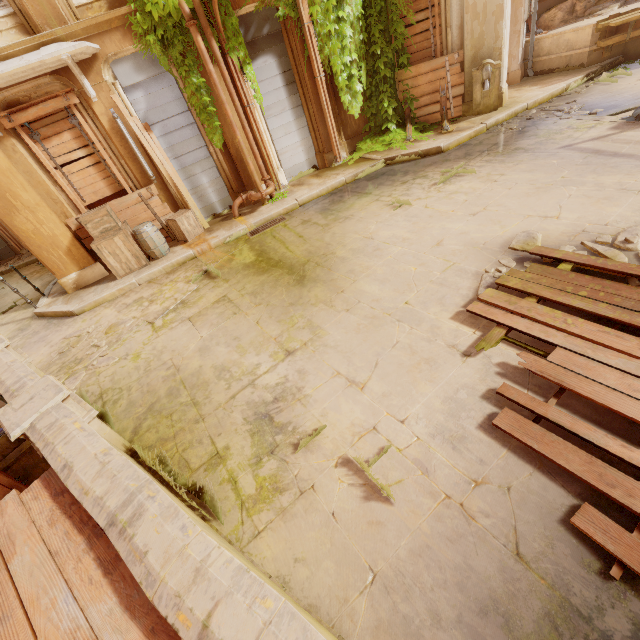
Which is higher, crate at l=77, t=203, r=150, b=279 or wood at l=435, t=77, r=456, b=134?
crate at l=77, t=203, r=150, b=279

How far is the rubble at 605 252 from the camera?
3.8m

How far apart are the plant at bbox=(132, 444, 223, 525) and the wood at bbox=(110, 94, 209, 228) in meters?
6.6

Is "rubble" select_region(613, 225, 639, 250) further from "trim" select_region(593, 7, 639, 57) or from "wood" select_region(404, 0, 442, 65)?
"trim" select_region(593, 7, 639, 57)

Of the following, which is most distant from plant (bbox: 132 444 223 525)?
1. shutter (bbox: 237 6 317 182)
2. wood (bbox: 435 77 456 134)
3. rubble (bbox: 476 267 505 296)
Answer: wood (bbox: 435 77 456 134)

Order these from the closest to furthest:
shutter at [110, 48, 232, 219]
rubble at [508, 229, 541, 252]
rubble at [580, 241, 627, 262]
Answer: rubble at [580, 241, 627, 262] → rubble at [508, 229, 541, 252] → shutter at [110, 48, 232, 219]

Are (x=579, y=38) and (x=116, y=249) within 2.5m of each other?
no

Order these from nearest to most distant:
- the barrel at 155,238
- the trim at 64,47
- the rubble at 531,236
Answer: the rubble at 531,236
the trim at 64,47
the barrel at 155,238
